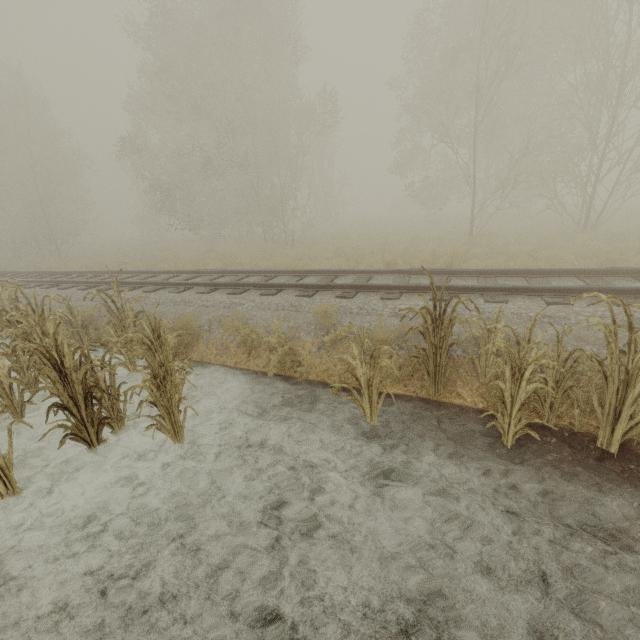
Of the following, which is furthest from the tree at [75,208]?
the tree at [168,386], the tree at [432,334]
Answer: the tree at [432,334]

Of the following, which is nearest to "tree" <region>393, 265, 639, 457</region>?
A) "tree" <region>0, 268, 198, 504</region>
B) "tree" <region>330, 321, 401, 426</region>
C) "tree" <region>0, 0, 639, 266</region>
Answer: "tree" <region>330, 321, 401, 426</region>

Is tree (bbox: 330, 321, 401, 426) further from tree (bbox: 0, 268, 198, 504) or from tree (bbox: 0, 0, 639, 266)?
tree (bbox: 0, 0, 639, 266)

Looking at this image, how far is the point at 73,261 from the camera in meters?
19.7 m

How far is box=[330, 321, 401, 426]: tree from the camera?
3.72m

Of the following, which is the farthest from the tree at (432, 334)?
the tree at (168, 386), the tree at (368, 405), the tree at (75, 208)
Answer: the tree at (75, 208)

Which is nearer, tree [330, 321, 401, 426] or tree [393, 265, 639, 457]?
tree [393, 265, 639, 457]
